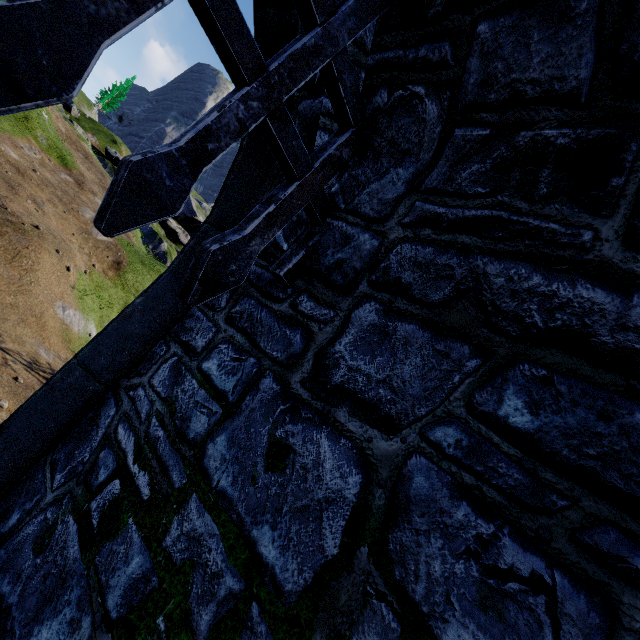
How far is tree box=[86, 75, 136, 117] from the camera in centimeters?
5131cm

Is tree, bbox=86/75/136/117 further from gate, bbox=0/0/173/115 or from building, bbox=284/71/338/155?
gate, bbox=0/0/173/115

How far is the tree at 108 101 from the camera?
51.3m

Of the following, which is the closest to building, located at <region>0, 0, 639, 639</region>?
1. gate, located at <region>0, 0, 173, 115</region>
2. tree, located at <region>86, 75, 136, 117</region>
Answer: gate, located at <region>0, 0, 173, 115</region>

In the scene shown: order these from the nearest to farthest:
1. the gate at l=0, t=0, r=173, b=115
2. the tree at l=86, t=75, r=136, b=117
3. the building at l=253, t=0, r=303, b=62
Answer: the gate at l=0, t=0, r=173, b=115 < the building at l=253, t=0, r=303, b=62 < the tree at l=86, t=75, r=136, b=117

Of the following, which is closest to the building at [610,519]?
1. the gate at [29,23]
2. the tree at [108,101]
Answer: the gate at [29,23]

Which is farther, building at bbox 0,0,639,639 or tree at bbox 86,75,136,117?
tree at bbox 86,75,136,117

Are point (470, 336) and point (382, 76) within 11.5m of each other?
yes
